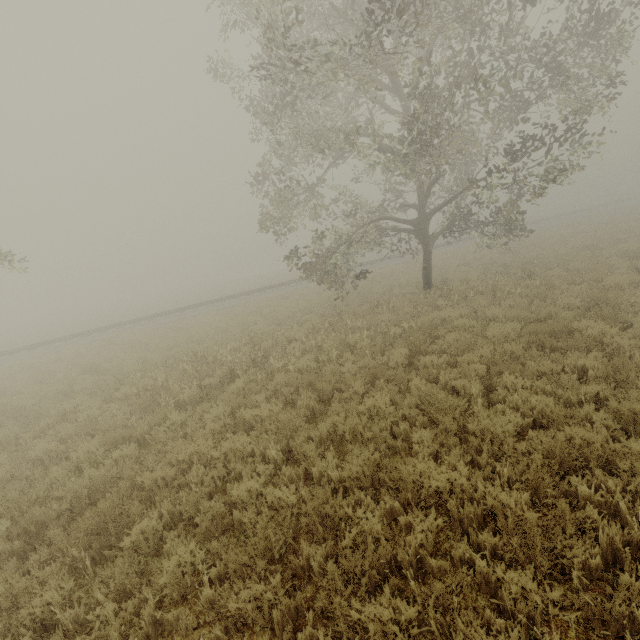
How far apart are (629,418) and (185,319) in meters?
22.7 m

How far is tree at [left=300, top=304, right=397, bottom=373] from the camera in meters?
9.3

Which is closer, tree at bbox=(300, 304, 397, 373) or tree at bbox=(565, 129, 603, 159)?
tree at bbox=(300, 304, 397, 373)

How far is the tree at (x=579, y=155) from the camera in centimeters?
1035cm

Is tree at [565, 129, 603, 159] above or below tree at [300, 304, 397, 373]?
above
